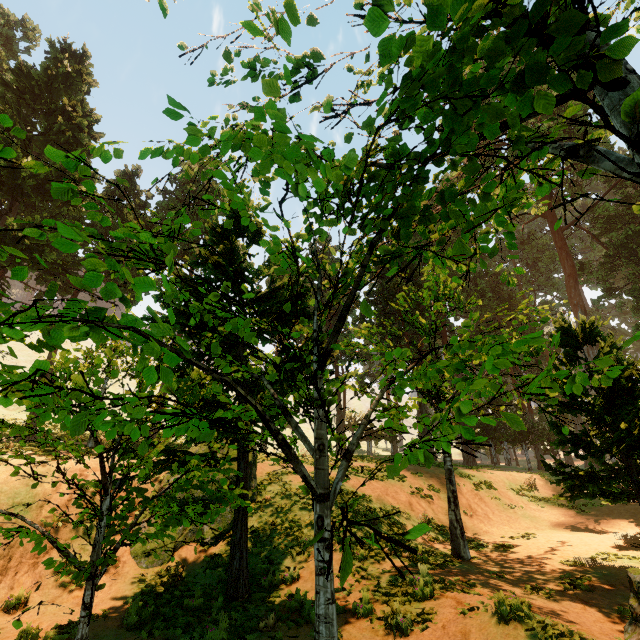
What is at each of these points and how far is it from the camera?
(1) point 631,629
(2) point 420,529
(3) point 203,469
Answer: (1) treerock, 7.03m
(2) treerock, 1.51m
(3) treerock, 4.39m

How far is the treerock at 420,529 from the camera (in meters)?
1.47

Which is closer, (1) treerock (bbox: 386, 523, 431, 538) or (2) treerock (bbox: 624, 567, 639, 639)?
(1) treerock (bbox: 386, 523, 431, 538)

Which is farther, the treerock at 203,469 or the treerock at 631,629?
the treerock at 631,629

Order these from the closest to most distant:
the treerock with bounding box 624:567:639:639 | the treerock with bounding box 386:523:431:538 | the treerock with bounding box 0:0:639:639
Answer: the treerock with bounding box 386:523:431:538 < the treerock with bounding box 0:0:639:639 < the treerock with bounding box 624:567:639:639

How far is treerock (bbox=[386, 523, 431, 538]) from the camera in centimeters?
147cm
